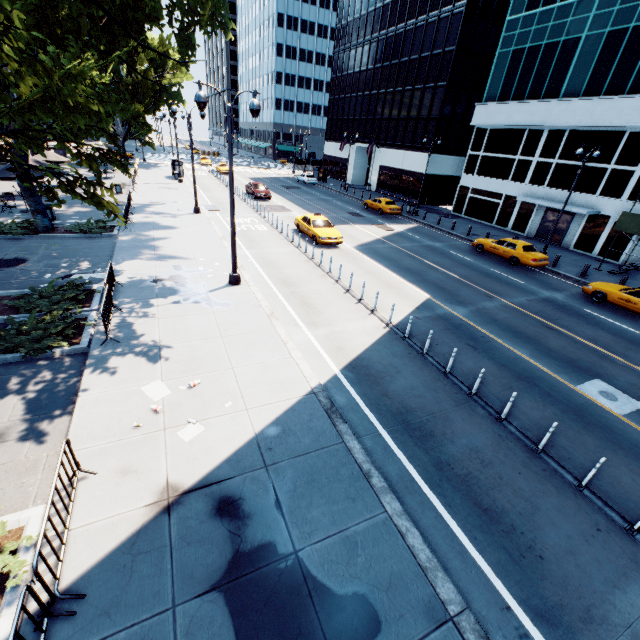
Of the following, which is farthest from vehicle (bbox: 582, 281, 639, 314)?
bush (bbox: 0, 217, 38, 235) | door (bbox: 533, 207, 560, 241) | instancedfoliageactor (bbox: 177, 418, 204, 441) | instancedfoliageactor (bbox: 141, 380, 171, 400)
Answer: bush (bbox: 0, 217, 38, 235)

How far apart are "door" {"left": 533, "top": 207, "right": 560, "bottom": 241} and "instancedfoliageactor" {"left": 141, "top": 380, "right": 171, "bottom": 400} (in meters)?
33.08

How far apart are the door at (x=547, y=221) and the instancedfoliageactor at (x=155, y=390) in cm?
3308

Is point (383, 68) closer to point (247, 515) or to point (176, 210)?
point (176, 210)

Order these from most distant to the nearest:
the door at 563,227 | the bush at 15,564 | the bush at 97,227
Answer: the door at 563,227 → the bush at 97,227 → the bush at 15,564

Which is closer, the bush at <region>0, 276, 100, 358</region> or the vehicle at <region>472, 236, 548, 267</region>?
the bush at <region>0, 276, 100, 358</region>

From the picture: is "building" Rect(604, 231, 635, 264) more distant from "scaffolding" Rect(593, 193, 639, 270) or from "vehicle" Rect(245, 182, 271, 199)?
"vehicle" Rect(245, 182, 271, 199)

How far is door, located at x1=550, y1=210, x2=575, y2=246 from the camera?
27.39m
